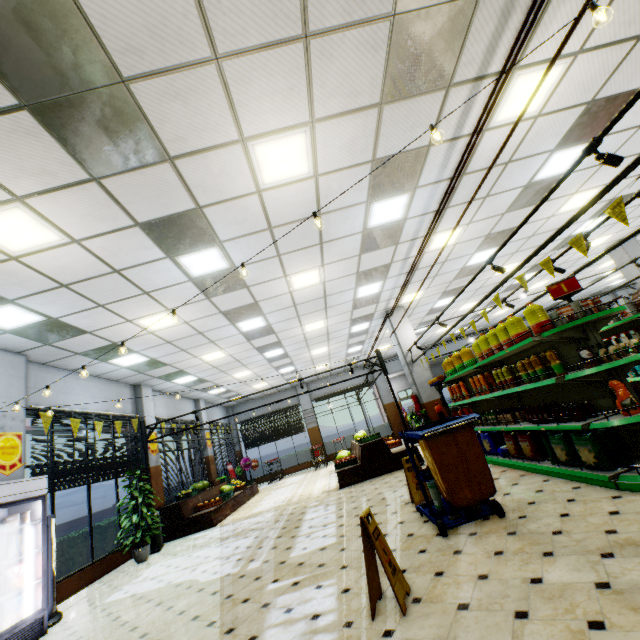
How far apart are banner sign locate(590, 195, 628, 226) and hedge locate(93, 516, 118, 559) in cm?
1006

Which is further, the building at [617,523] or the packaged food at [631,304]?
the packaged food at [631,304]

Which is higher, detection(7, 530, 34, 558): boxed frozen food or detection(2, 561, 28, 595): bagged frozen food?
detection(7, 530, 34, 558): boxed frozen food

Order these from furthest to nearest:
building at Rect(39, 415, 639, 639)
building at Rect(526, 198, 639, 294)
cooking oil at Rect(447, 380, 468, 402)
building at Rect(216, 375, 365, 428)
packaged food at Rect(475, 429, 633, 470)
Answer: building at Rect(216, 375, 365, 428), building at Rect(526, 198, 639, 294), cooking oil at Rect(447, 380, 468, 402), packaged food at Rect(475, 429, 633, 470), building at Rect(39, 415, 639, 639)

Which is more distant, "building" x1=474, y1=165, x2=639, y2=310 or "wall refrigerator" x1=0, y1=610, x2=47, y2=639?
"building" x1=474, y1=165, x2=639, y2=310

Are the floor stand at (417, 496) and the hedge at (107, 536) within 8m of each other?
yes

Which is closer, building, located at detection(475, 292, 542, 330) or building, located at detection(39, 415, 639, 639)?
building, located at detection(39, 415, 639, 639)

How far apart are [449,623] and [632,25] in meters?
6.8 m
